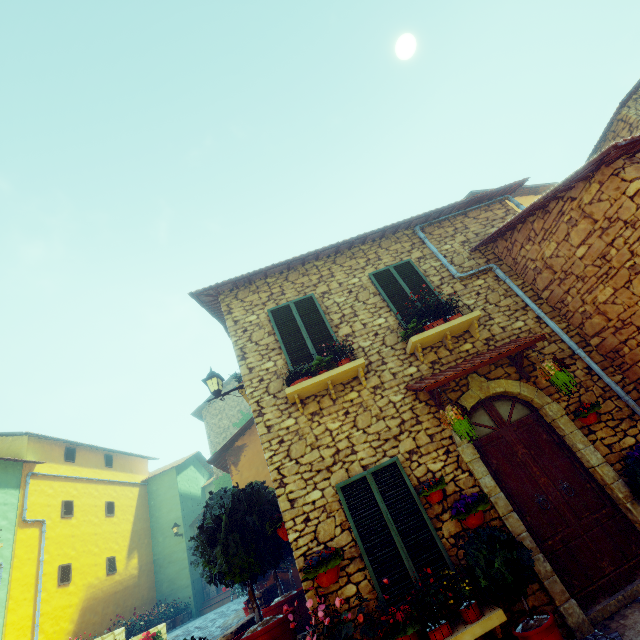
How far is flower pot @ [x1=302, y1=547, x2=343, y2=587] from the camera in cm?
434

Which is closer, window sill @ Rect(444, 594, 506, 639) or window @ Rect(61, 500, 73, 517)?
window sill @ Rect(444, 594, 506, 639)

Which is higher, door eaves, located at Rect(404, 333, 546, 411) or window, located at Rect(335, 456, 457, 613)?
door eaves, located at Rect(404, 333, 546, 411)

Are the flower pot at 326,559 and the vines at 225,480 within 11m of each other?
no

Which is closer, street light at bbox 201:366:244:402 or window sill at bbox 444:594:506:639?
window sill at bbox 444:594:506:639

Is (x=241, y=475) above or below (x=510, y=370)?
above

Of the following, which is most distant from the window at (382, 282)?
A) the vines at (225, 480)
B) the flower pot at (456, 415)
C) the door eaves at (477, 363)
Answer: the vines at (225, 480)

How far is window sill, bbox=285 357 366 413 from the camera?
5.6 meters
